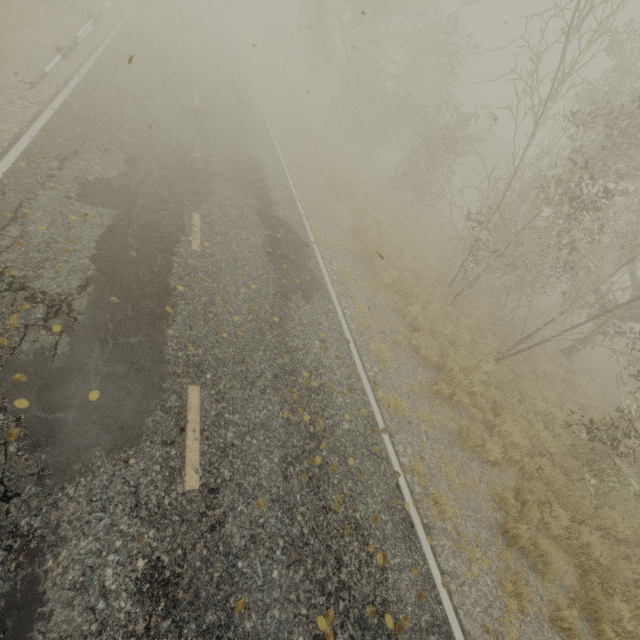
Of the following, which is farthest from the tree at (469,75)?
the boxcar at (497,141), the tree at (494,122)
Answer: the boxcar at (497,141)

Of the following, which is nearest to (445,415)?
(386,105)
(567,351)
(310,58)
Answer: (567,351)

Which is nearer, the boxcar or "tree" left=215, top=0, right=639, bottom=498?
"tree" left=215, top=0, right=639, bottom=498

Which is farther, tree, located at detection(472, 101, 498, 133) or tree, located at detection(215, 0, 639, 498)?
tree, located at detection(472, 101, 498, 133)

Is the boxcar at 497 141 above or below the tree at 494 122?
below

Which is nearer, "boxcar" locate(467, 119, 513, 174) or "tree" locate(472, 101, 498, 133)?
"tree" locate(472, 101, 498, 133)

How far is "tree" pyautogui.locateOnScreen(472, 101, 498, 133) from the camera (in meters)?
15.53

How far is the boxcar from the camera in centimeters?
3111cm
